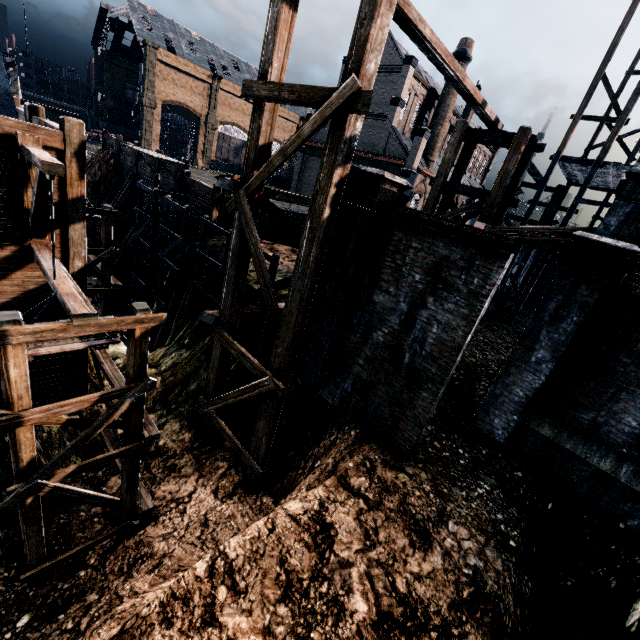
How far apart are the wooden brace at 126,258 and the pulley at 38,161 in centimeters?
2368cm

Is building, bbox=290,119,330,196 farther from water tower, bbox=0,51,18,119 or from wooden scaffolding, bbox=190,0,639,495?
water tower, bbox=0,51,18,119

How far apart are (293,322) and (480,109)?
13.4m

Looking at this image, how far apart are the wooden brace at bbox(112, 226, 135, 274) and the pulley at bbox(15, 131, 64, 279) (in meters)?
23.68

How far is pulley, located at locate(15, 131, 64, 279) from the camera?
6.0 meters

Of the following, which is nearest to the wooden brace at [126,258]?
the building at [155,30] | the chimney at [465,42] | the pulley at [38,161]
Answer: the pulley at [38,161]

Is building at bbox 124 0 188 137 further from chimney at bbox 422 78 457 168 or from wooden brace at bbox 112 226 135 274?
wooden brace at bbox 112 226 135 274

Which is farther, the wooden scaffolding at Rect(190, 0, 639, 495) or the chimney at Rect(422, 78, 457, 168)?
the chimney at Rect(422, 78, 457, 168)
